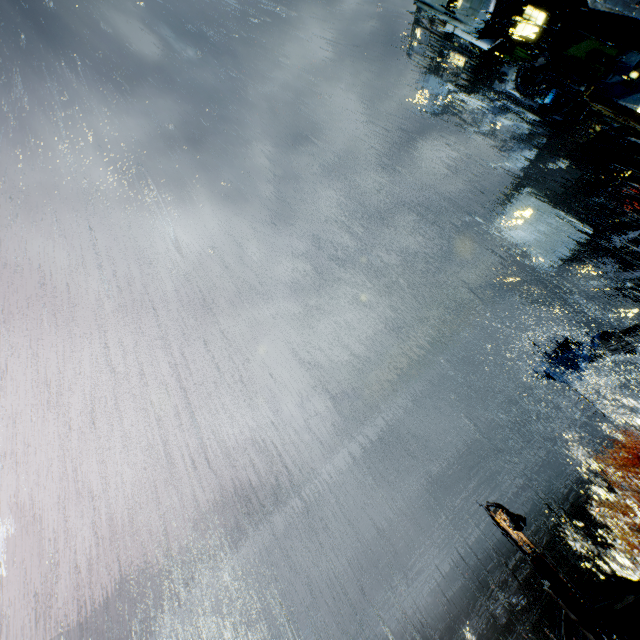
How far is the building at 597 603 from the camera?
18.87m

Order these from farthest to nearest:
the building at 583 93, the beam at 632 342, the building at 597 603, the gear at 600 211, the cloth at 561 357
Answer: the building at 583 93
the gear at 600 211
the cloth at 561 357
the building at 597 603
the beam at 632 342

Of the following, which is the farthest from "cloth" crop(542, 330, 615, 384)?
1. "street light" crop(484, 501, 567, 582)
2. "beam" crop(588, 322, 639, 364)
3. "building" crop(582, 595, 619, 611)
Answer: "building" crop(582, 595, 619, 611)

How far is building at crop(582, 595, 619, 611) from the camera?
18.87m

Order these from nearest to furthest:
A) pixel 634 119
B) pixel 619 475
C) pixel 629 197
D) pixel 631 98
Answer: pixel 629 197 < pixel 631 98 < pixel 634 119 < pixel 619 475

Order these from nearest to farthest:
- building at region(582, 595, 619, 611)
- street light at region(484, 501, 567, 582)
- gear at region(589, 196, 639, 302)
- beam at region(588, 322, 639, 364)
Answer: street light at region(484, 501, 567, 582), beam at region(588, 322, 639, 364), building at region(582, 595, 619, 611), gear at region(589, 196, 639, 302)

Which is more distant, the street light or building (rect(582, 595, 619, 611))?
building (rect(582, 595, 619, 611))

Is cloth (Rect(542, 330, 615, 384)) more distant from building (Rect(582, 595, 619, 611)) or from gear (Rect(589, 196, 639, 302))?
building (Rect(582, 595, 619, 611))
